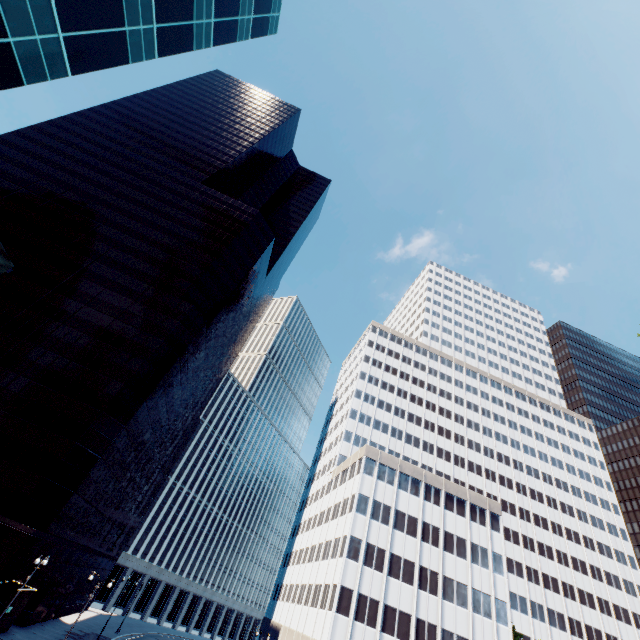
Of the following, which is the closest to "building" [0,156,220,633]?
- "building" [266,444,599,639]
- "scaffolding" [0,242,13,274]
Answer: "building" [266,444,599,639]

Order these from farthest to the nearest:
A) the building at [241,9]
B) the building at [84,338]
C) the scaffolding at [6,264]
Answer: the building at [84,338] → the building at [241,9] → the scaffolding at [6,264]

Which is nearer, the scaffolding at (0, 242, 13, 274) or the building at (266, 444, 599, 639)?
the scaffolding at (0, 242, 13, 274)

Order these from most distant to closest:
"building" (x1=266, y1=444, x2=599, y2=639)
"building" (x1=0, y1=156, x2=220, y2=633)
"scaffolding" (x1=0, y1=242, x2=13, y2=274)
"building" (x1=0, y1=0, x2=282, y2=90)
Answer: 1. "building" (x1=266, y1=444, x2=599, y2=639)
2. "building" (x1=0, y1=156, x2=220, y2=633)
3. "building" (x1=0, y1=0, x2=282, y2=90)
4. "scaffolding" (x1=0, y1=242, x2=13, y2=274)

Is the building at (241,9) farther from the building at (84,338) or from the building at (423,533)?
the building at (423,533)

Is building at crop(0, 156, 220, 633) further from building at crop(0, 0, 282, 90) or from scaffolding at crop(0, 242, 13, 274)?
building at crop(0, 0, 282, 90)

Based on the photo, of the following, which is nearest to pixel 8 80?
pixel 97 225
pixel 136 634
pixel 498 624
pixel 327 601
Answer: pixel 97 225

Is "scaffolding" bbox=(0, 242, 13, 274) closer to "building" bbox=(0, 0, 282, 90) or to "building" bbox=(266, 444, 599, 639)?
"building" bbox=(0, 0, 282, 90)
